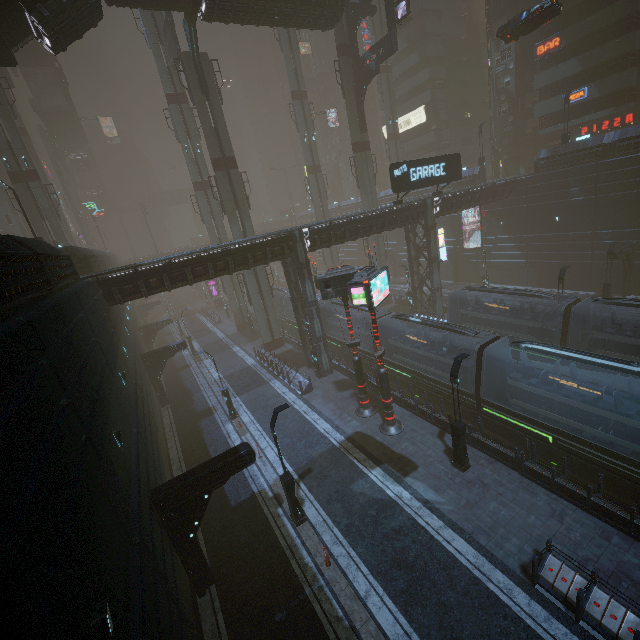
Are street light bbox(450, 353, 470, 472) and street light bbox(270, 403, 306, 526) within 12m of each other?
yes

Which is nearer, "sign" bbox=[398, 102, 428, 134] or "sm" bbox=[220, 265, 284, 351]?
"sm" bbox=[220, 265, 284, 351]

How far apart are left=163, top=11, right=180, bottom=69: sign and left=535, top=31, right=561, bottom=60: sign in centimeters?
3870cm

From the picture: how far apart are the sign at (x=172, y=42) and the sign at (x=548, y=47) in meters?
38.7 m

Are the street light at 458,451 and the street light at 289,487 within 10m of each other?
yes

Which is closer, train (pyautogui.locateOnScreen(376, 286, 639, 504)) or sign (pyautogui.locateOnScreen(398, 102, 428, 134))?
train (pyautogui.locateOnScreen(376, 286, 639, 504))

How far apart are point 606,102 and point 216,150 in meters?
40.3
